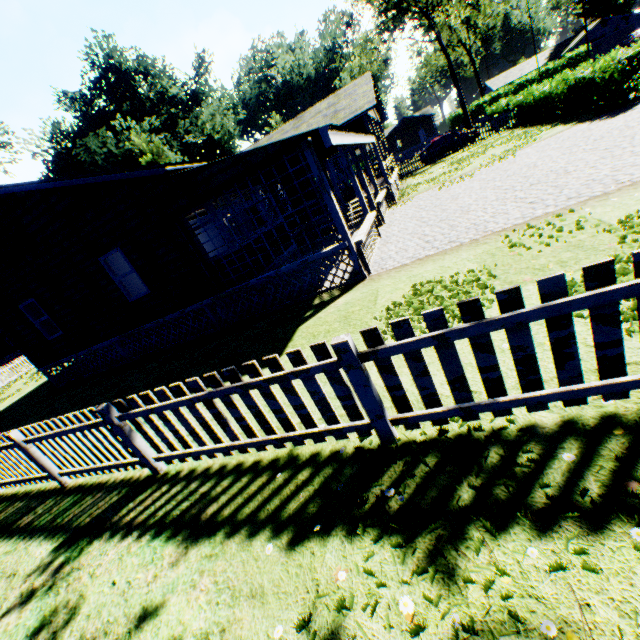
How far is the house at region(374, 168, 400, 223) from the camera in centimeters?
1341cm

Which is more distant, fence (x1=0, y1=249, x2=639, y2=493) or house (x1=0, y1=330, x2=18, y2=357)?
house (x1=0, y1=330, x2=18, y2=357)

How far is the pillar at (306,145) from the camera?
7.2 meters

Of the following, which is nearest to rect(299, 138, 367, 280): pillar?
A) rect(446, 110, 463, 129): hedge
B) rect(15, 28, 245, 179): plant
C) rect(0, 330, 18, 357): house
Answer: rect(15, 28, 245, 179): plant

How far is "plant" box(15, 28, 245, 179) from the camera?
38.0 meters

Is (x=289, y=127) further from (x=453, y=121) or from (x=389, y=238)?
(x=453, y=121)

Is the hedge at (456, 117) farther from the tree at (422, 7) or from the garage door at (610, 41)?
the tree at (422, 7)

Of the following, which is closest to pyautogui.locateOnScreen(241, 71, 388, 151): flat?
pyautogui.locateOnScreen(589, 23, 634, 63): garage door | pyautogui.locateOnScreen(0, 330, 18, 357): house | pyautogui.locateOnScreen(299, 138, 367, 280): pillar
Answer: pyautogui.locateOnScreen(299, 138, 367, 280): pillar
